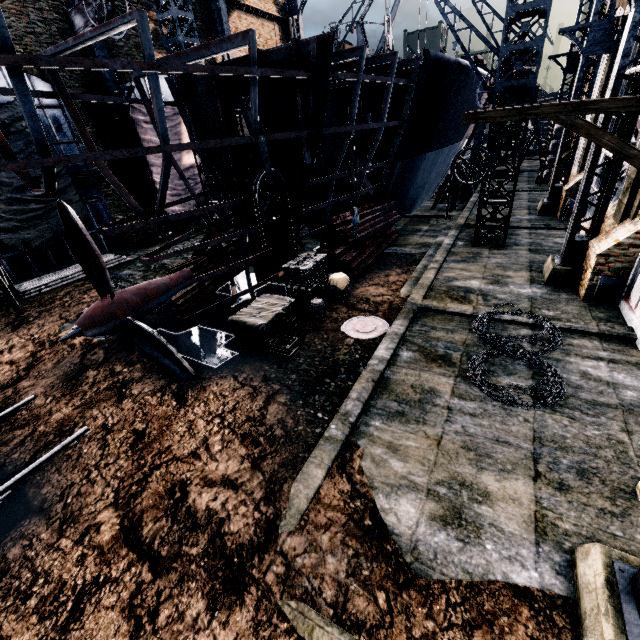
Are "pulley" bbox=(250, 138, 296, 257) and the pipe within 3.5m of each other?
no

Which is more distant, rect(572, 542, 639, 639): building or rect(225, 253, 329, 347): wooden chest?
rect(225, 253, 329, 347): wooden chest

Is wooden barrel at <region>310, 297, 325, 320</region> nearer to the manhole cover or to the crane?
the manhole cover

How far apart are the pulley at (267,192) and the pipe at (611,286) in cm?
1103

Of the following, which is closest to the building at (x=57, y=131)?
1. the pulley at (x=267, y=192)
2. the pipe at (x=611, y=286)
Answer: the pipe at (x=611, y=286)

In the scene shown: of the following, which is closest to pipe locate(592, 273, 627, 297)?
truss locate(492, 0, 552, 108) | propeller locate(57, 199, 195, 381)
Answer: truss locate(492, 0, 552, 108)

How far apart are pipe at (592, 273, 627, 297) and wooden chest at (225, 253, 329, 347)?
10.79m

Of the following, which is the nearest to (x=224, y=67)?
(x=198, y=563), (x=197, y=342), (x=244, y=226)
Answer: (x=244, y=226)
